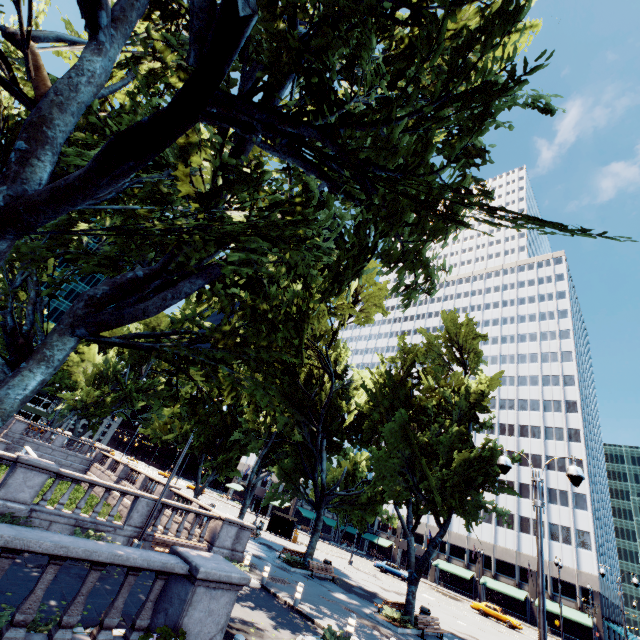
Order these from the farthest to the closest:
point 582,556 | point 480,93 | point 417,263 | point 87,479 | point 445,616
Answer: point 582,556, point 445,616, point 87,479, point 417,263, point 480,93

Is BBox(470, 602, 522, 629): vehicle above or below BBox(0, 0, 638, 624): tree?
below

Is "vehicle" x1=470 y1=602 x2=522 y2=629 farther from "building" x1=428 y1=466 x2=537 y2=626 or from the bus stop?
the bus stop

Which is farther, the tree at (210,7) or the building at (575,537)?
the building at (575,537)

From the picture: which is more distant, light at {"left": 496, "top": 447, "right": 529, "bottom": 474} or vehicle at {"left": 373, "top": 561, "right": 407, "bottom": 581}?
vehicle at {"left": 373, "top": 561, "right": 407, "bottom": 581}

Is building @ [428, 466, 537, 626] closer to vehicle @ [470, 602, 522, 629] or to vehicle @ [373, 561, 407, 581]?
vehicle @ [470, 602, 522, 629]

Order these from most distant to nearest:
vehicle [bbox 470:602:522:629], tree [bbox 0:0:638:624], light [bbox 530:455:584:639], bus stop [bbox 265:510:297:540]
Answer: bus stop [bbox 265:510:297:540] < vehicle [bbox 470:602:522:629] < light [bbox 530:455:584:639] < tree [bbox 0:0:638:624]

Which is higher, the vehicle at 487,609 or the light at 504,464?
the light at 504,464
